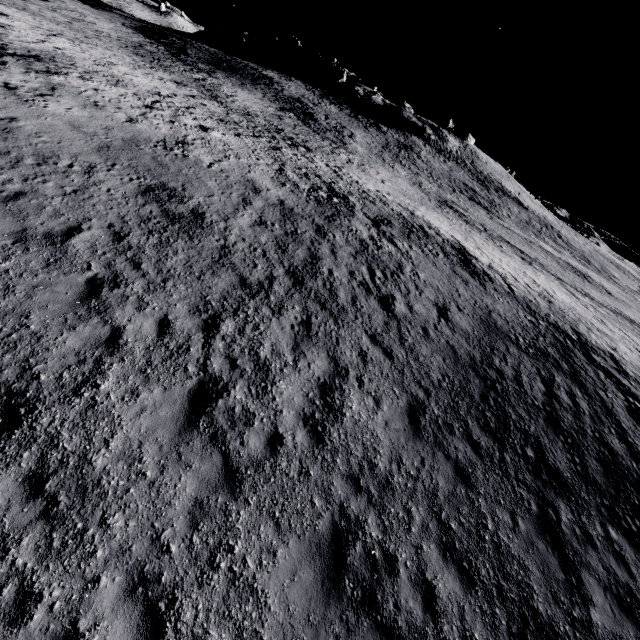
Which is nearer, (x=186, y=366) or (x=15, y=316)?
(x=15, y=316)
